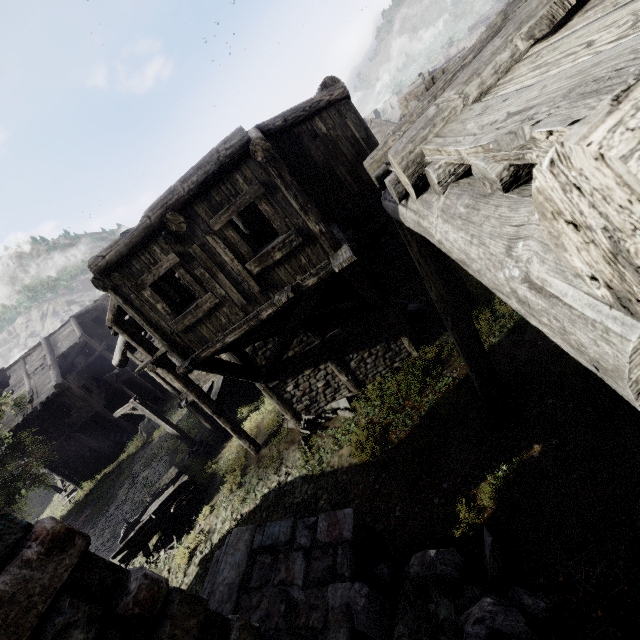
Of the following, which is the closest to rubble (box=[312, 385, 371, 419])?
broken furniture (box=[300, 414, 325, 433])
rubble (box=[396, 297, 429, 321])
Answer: broken furniture (box=[300, 414, 325, 433])

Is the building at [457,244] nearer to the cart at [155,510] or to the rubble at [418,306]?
the rubble at [418,306]

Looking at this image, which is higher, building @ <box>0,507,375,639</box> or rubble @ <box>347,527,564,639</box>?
building @ <box>0,507,375,639</box>

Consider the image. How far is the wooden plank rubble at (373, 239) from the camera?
9.78m

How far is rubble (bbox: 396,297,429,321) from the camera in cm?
1350

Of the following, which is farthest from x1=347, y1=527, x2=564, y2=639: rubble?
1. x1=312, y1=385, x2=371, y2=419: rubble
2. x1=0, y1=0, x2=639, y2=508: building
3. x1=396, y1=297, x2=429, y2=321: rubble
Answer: x1=396, y1=297, x2=429, y2=321: rubble

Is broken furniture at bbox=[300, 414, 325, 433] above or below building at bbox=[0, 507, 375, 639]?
below

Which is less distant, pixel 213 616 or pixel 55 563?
pixel 55 563
